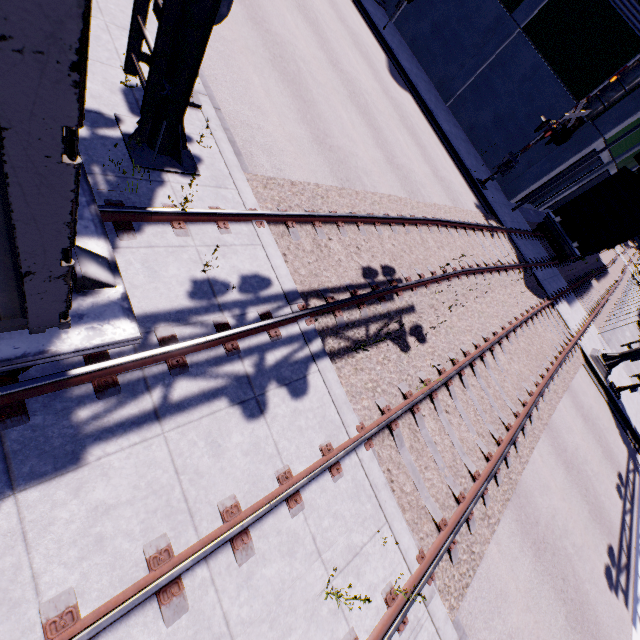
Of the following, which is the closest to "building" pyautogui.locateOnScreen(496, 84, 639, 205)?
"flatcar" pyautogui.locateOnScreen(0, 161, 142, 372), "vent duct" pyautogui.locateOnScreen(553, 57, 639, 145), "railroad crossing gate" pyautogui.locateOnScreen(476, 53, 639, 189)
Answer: "vent duct" pyautogui.locateOnScreen(553, 57, 639, 145)

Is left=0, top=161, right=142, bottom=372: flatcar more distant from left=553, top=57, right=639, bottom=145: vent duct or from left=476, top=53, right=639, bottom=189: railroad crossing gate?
left=476, top=53, right=639, bottom=189: railroad crossing gate

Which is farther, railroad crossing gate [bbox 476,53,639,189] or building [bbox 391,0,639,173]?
building [bbox 391,0,639,173]

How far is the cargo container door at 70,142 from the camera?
1.1m

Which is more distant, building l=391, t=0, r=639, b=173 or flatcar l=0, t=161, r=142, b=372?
building l=391, t=0, r=639, b=173

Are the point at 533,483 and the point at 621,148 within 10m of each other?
no

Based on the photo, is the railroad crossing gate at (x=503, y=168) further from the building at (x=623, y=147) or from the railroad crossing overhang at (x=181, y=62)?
the railroad crossing overhang at (x=181, y=62)

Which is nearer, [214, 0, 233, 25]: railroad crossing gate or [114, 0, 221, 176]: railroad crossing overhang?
[114, 0, 221, 176]: railroad crossing overhang
